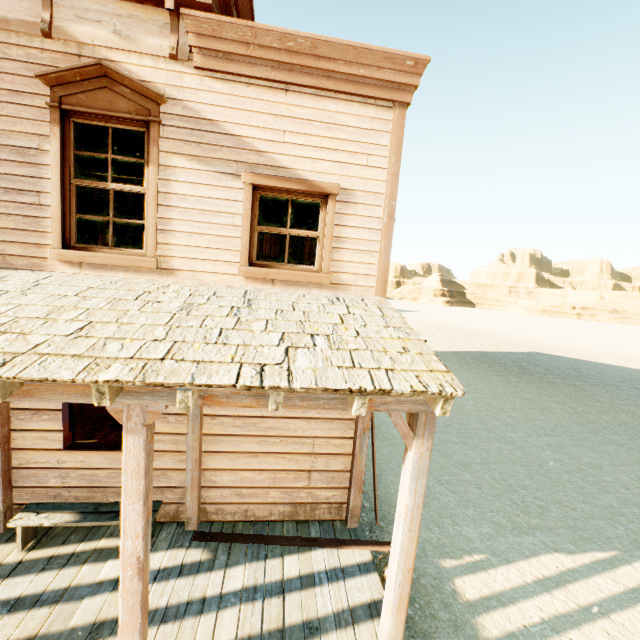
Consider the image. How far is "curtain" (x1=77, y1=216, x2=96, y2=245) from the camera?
4.3m

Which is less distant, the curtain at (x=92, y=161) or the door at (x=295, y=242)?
the curtain at (x=92, y=161)

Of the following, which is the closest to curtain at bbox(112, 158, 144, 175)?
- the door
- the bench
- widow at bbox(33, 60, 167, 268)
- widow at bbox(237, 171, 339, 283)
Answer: widow at bbox(33, 60, 167, 268)

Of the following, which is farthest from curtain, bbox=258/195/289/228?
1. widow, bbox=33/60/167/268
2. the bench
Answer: the bench

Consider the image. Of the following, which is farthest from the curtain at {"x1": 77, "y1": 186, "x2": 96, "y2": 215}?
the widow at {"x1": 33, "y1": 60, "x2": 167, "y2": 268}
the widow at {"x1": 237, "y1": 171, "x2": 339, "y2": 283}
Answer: the widow at {"x1": 237, "y1": 171, "x2": 339, "y2": 283}

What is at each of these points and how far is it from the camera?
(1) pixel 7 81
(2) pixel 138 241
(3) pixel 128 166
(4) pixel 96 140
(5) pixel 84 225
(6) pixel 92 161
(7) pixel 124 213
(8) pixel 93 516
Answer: (1) building, 3.77m
(2) curtain, 4.38m
(3) curtain, 4.24m
(4) curtain, 4.19m
(5) curtain, 4.25m
(6) curtain, 4.17m
(7) building, 6.79m
(8) bench, 4.13m

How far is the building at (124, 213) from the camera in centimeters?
671cm

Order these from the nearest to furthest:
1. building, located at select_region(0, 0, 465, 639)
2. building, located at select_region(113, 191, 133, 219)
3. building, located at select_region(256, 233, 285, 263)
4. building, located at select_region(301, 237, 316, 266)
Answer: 1. building, located at select_region(0, 0, 465, 639)
2. building, located at select_region(113, 191, 133, 219)
3. building, located at select_region(256, 233, 285, 263)
4. building, located at select_region(301, 237, 316, 266)
